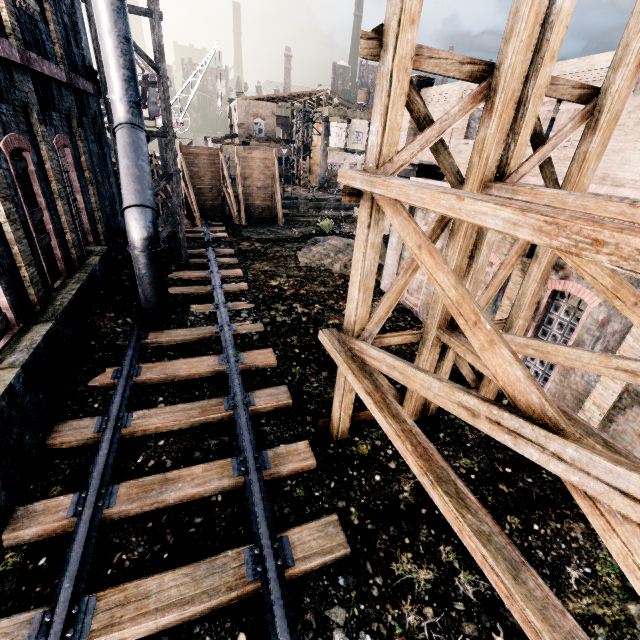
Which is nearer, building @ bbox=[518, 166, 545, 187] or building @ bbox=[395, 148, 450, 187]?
building @ bbox=[395, 148, 450, 187]

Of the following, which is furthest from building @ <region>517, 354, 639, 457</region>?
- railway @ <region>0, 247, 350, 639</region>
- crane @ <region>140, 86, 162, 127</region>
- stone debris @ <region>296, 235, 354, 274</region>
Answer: crane @ <region>140, 86, 162, 127</region>

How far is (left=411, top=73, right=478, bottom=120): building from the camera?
18.5 meters

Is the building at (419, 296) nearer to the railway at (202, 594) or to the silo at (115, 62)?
the silo at (115, 62)

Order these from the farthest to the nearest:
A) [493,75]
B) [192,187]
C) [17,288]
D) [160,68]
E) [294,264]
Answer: [192,187], [294,264], [160,68], [17,288], [493,75]

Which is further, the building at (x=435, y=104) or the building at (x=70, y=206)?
the building at (x=435, y=104)

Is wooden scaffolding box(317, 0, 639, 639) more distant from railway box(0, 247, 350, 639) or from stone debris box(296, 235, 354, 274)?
stone debris box(296, 235, 354, 274)

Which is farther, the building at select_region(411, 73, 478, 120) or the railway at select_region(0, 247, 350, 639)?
the building at select_region(411, 73, 478, 120)
